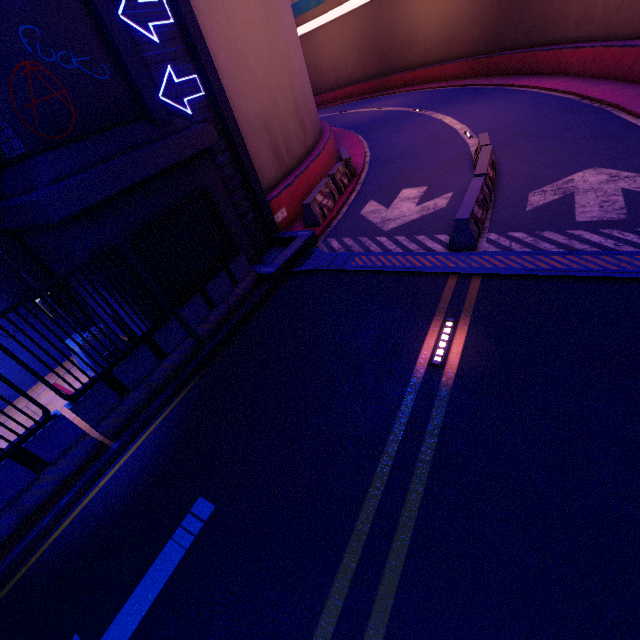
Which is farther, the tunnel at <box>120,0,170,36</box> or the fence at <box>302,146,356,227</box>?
the fence at <box>302,146,356,227</box>

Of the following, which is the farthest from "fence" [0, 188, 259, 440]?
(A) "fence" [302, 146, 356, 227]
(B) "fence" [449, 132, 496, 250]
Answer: (B) "fence" [449, 132, 496, 250]

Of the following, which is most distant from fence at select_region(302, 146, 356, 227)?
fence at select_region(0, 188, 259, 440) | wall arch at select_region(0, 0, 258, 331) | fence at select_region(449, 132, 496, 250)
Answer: fence at select_region(449, 132, 496, 250)

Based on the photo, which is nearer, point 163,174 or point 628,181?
point 163,174

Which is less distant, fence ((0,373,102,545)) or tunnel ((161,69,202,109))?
fence ((0,373,102,545))

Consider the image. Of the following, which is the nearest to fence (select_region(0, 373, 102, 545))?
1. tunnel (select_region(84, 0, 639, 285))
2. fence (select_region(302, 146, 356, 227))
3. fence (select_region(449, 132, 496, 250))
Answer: tunnel (select_region(84, 0, 639, 285))

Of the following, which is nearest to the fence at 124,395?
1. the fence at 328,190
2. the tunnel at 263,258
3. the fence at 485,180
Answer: the tunnel at 263,258

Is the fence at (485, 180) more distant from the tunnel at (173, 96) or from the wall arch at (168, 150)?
the wall arch at (168, 150)
